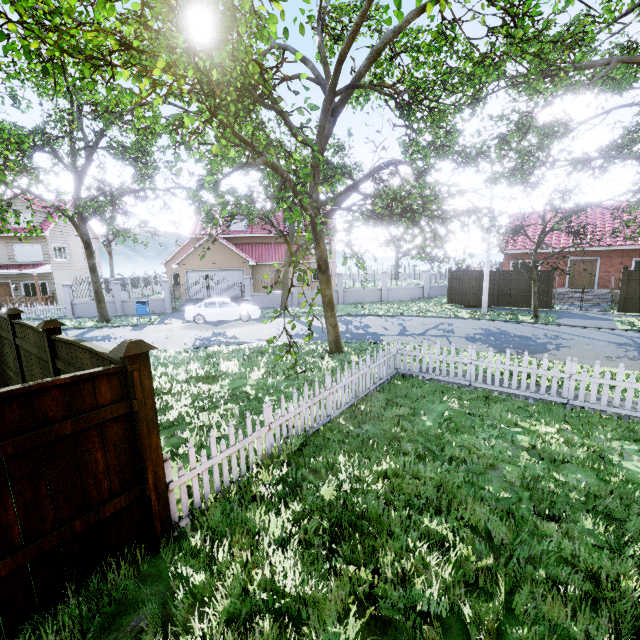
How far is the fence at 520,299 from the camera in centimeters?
2020cm

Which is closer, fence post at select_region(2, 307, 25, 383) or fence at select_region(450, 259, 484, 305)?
fence post at select_region(2, 307, 25, 383)

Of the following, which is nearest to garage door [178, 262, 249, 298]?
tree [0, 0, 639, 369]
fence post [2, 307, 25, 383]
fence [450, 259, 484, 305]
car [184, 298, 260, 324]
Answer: tree [0, 0, 639, 369]

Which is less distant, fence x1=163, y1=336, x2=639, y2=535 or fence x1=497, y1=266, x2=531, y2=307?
fence x1=163, y1=336, x2=639, y2=535

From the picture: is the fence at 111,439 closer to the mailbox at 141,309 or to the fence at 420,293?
the fence at 420,293

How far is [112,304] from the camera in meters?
23.5 m

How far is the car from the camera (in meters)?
19.50

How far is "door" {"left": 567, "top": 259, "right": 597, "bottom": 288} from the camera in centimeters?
2247cm
